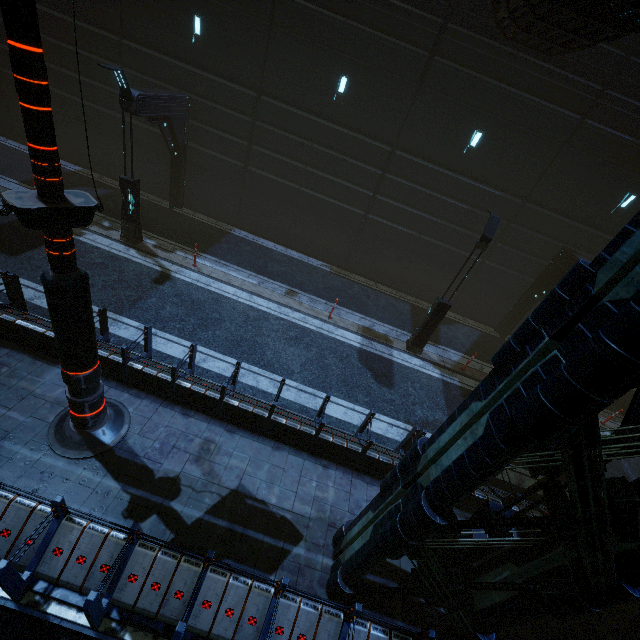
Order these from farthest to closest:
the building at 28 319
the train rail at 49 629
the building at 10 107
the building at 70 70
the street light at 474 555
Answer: the building at 10 107
the building at 70 70
the building at 28 319
the street light at 474 555
the train rail at 49 629

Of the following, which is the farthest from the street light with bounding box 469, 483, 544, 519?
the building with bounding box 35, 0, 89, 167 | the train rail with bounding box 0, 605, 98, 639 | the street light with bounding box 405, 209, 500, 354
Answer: the street light with bounding box 405, 209, 500, 354

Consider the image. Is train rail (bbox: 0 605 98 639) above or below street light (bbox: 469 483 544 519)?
below

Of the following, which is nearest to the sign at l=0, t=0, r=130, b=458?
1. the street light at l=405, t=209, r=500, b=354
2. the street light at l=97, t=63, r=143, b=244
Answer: the street light at l=97, t=63, r=143, b=244

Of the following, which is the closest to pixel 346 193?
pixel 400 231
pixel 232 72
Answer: pixel 400 231

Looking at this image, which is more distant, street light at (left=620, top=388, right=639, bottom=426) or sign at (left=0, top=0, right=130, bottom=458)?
street light at (left=620, top=388, right=639, bottom=426)

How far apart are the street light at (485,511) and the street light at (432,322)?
6.6m
